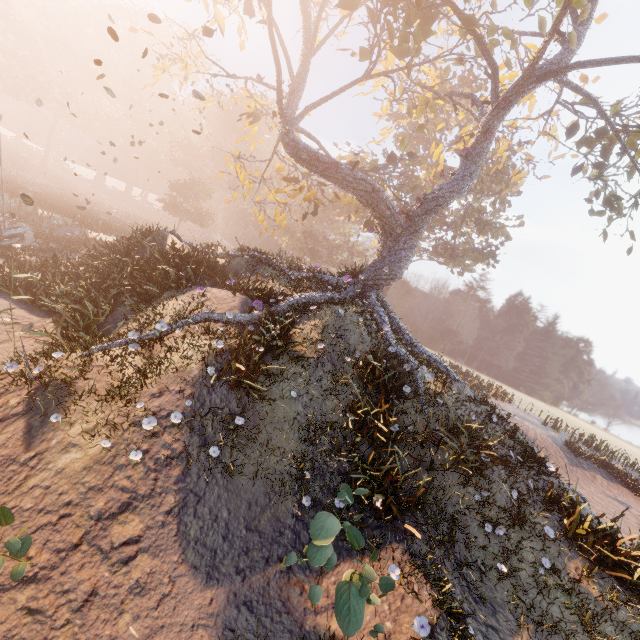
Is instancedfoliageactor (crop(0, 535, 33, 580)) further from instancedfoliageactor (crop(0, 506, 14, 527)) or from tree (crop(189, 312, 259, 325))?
tree (crop(189, 312, 259, 325))

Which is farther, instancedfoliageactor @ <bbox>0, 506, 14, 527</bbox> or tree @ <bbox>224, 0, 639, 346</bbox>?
tree @ <bbox>224, 0, 639, 346</bbox>

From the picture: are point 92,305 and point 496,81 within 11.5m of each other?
no

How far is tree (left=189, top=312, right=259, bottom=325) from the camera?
9.7 meters

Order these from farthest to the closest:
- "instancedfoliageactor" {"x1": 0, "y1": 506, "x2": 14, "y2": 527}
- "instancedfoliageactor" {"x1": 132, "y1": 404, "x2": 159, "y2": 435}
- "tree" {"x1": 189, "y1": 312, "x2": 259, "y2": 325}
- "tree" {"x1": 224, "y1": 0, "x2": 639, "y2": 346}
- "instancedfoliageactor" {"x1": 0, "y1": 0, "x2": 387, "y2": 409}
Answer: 1. "tree" {"x1": 224, "y1": 0, "x2": 639, "y2": 346}
2. "tree" {"x1": 189, "y1": 312, "x2": 259, "y2": 325}
3. "instancedfoliageactor" {"x1": 0, "y1": 0, "x2": 387, "y2": 409}
4. "instancedfoliageactor" {"x1": 132, "y1": 404, "x2": 159, "y2": 435}
5. "instancedfoliageactor" {"x1": 0, "y1": 506, "x2": 14, "y2": 527}

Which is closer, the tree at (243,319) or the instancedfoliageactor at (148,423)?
the instancedfoliageactor at (148,423)

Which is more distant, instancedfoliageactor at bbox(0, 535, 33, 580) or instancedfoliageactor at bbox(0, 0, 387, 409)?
instancedfoliageactor at bbox(0, 0, 387, 409)

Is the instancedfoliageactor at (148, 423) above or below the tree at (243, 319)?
below
